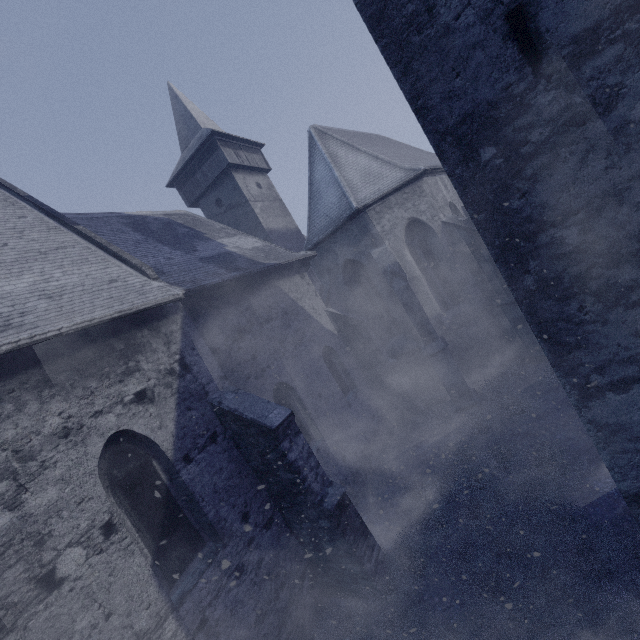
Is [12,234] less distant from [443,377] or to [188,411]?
[188,411]
